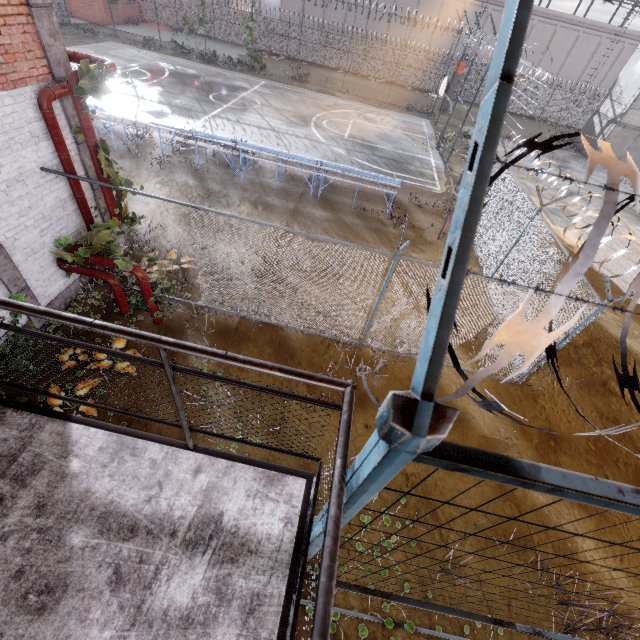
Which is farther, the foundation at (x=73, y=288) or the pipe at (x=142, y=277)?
the foundation at (x=73, y=288)

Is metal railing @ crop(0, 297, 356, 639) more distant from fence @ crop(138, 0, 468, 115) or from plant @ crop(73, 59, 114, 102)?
plant @ crop(73, 59, 114, 102)

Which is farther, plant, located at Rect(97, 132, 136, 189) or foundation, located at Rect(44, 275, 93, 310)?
foundation, located at Rect(44, 275, 93, 310)

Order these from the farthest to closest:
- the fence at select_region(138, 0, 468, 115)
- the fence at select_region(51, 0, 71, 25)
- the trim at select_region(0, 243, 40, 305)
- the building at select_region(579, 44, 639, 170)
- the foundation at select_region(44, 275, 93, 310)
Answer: the fence at select_region(138, 0, 468, 115), the fence at select_region(51, 0, 71, 25), the building at select_region(579, 44, 639, 170), the foundation at select_region(44, 275, 93, 310), the trim at select_region(0, 243, 40, 305)

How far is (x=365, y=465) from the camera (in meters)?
0.85

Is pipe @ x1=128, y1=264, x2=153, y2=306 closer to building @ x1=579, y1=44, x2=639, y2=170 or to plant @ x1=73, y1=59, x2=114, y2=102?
plant @ x1=73, y1=59, x2=114, y2=102

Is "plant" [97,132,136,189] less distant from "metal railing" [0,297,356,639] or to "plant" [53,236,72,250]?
"plant" [53,236,72,250]

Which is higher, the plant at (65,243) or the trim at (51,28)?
the trim at (51,28)
